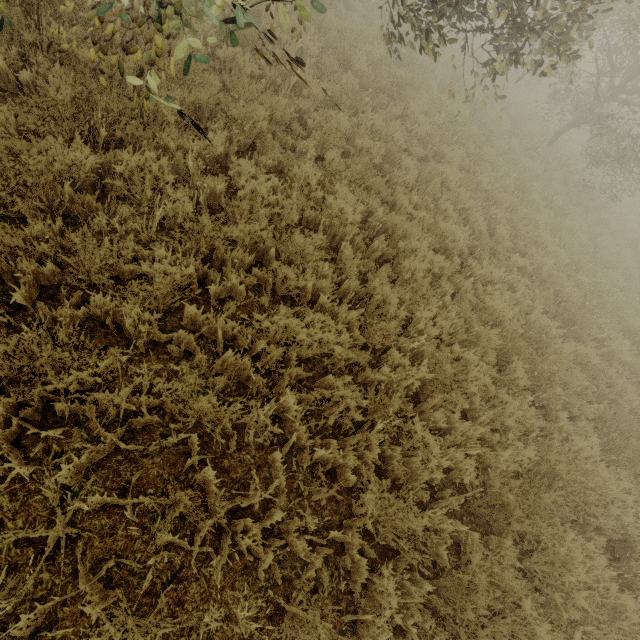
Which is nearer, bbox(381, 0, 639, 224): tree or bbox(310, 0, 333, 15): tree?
bbox(310, 0, 333, 15): tree

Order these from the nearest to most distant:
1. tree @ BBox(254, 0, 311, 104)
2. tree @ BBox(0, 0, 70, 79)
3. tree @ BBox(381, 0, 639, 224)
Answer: tree @ BBox(254, 0, 311, 104)
tree @ BBox(0, 0, 70, 79)
tree @ BBox(381, 0, 639, 224)

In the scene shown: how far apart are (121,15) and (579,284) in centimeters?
988cm

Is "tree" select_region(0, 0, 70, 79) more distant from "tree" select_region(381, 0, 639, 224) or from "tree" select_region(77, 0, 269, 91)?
"tree" select_region(381, 0, 639, 224)

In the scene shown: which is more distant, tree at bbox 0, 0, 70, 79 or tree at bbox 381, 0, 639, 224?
tree at bbox 381, 0, 639, 224

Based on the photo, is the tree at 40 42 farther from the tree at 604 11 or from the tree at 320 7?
the tree at 604 11

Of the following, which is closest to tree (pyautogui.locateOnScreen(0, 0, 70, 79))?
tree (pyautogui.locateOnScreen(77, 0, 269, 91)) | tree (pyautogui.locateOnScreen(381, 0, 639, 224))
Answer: tree (pyautogui.locateOnScreen(77, 0, 269, 91))

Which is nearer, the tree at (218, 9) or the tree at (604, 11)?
the tree at (218, 9)
